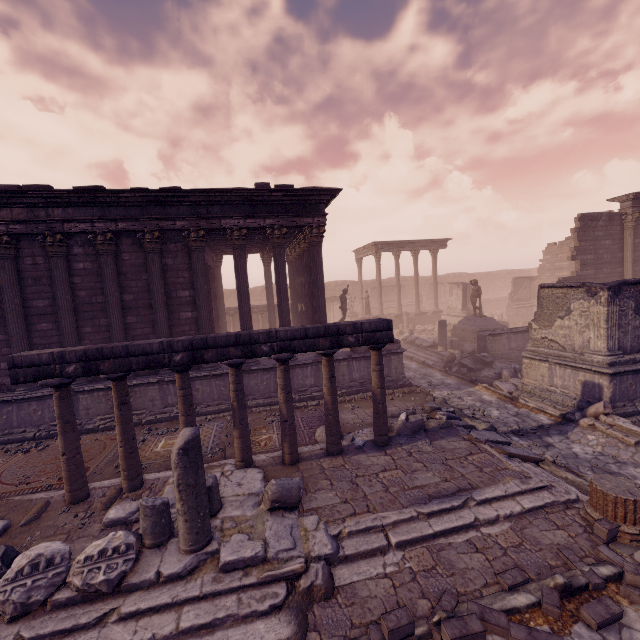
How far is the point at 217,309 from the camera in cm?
1602

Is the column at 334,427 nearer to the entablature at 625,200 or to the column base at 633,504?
the column base at 633,504

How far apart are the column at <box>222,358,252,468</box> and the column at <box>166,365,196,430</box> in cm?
60

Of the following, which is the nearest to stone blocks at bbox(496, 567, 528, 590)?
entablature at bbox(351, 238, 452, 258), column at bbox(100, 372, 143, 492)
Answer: column at bbox(100, 372, 143, 492)

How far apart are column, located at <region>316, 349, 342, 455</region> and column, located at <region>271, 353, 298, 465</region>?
0.6 meters

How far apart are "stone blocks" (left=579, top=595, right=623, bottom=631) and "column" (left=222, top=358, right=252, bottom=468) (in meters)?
5.69

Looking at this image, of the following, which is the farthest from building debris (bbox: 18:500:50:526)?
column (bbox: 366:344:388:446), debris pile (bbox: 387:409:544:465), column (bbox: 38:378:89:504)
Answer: column (bbox: 366:344:388:446)

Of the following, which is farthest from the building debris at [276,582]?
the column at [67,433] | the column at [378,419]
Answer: the column at [378,419]
